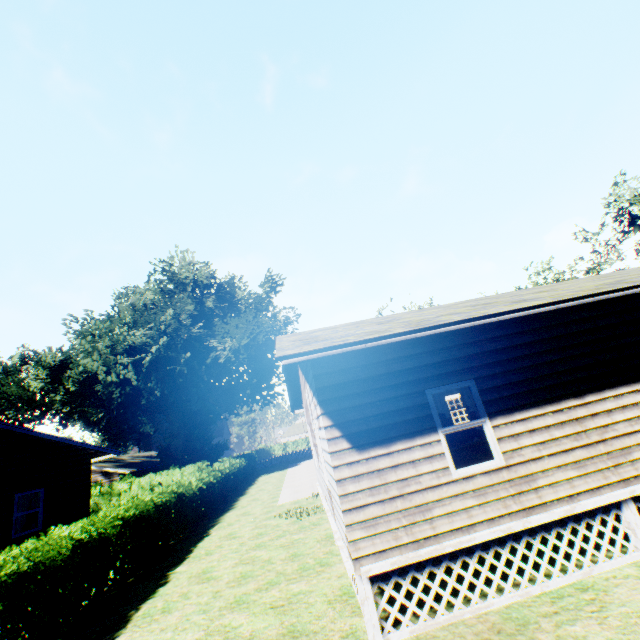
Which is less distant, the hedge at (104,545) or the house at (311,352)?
the house at (311,352)

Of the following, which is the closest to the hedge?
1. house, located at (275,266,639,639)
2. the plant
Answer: the plant

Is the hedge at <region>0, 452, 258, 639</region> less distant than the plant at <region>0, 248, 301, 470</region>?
Yes

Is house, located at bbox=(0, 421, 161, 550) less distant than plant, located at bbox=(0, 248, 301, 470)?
Yes

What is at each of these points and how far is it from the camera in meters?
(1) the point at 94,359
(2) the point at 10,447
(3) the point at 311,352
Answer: (1) plant, 31.3 m
(2) house, 13.4 m
(3) house, 5.1 m

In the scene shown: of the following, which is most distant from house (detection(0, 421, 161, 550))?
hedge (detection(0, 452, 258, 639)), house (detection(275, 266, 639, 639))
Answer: house (detection(275, 266, 639, 639))

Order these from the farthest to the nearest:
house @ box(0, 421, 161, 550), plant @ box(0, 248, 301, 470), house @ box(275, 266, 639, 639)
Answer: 1. plant @ box(0, 248, 301, 470)
2. house @ box(0, 421, 161, 550)
3. house @ box(275, 266, 639, 639)

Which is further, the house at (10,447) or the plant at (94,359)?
the plant at (94,359)
